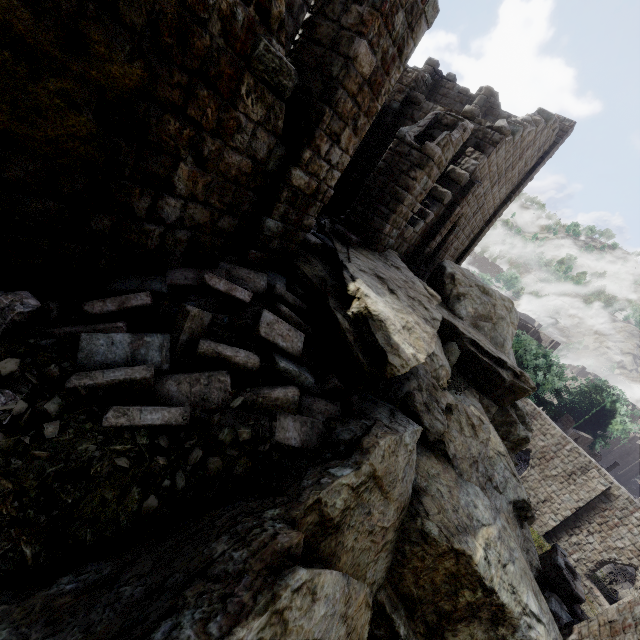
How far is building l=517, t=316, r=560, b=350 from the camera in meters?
47.8 m

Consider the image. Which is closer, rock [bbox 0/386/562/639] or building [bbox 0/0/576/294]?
rock [bbox 0/386/562/639]

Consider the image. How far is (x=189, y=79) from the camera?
3.72m

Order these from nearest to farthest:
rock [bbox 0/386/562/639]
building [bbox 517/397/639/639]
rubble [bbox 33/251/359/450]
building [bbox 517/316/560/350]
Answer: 1. rock [bbox 0/386/562/639]
2. rubble [bbox 33/251/359/450]
3. building [bbox 517/397/639/639]
4. building [bbox 517/316/560/350]

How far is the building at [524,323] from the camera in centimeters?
4781cm

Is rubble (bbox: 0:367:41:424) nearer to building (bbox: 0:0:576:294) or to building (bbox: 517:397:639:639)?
building (bbox: 0:0:576:294)

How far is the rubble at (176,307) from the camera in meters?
3.6 m
